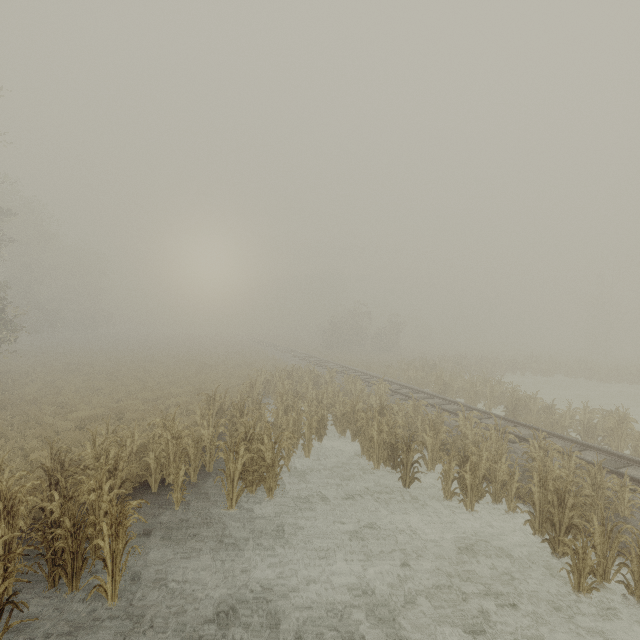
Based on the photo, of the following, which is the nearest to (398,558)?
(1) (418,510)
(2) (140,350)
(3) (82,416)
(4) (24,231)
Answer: (1) (418,510)
